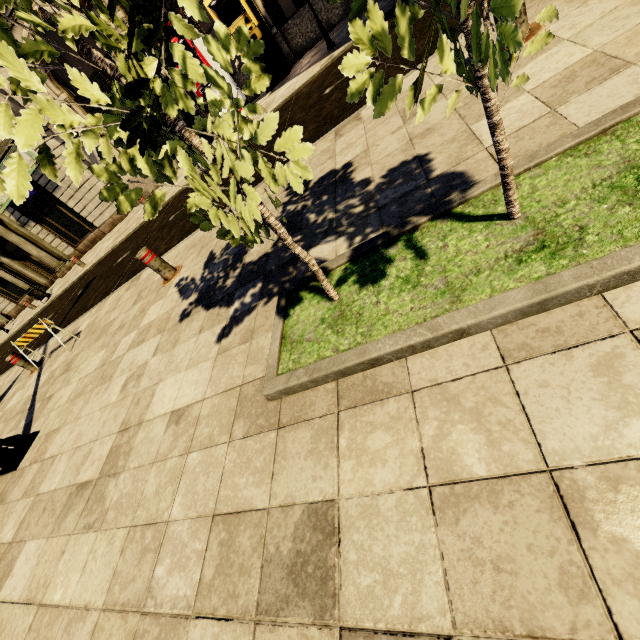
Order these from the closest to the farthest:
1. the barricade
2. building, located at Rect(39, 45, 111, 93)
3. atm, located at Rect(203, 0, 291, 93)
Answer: the barricade
atm, located at Rect(203, 0, 291, 93)
building, located at Rect(39, 45, 111, 93)

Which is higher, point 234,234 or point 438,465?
point 234,234

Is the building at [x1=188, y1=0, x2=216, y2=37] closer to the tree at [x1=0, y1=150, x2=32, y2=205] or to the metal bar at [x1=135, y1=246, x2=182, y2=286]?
the metal bar at [x1=135, y1=246, x2=182, y2=286]

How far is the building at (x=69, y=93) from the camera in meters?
12.0

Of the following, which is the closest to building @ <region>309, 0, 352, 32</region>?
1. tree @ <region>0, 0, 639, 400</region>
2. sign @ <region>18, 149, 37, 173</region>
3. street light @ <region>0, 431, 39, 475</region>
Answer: sign @ <region>18, 149, 37, 173</region>

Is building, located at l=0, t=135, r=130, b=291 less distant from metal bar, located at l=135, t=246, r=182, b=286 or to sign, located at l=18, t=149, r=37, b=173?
sign, located at l=18, t=149, r=37, b=173

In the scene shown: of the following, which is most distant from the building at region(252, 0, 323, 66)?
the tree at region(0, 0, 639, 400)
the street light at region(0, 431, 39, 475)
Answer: the tree at region(0, 0, 639, 400)

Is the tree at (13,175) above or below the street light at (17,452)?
above
